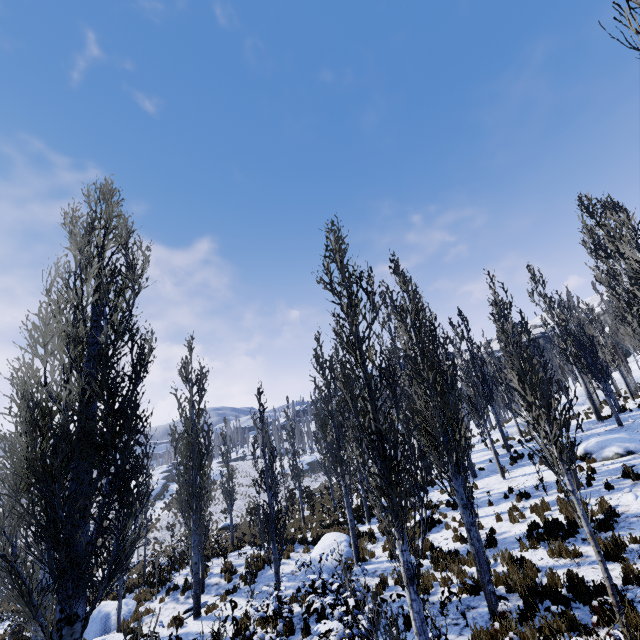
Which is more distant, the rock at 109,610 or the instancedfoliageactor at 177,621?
the rock at 109,610

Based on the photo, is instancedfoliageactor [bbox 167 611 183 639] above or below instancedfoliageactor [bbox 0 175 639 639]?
below

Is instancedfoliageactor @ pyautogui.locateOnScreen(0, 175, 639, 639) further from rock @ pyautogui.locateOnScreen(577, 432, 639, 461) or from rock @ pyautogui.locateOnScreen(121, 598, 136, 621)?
rock @ pyautogui.locateOnScreen(577, 432, 639, 461)

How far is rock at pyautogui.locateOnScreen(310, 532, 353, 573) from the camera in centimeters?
1391cm

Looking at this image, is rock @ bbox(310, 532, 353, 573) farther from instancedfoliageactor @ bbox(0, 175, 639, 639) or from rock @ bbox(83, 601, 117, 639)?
rock @ bbox(83, 601, 117, 639)

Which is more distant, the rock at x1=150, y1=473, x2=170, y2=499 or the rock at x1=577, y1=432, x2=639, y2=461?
the rock at x1=150, y1=473, x2=170, y2=499

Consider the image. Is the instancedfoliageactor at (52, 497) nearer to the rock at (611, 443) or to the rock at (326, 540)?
the rock at (326, 540)

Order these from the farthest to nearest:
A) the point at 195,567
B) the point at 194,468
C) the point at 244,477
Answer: the point at 244,477, the point at 194,468, the point at 195,567
